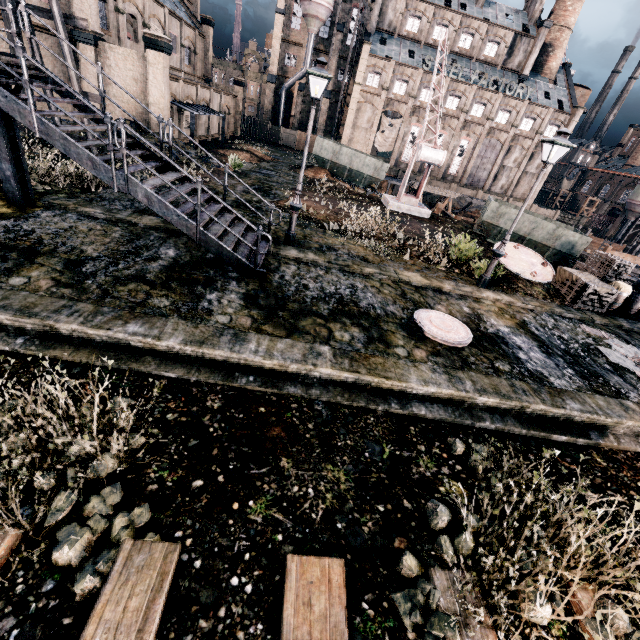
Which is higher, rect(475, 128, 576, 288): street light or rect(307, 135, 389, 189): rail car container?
rect(475, 128, 576, 288): street light

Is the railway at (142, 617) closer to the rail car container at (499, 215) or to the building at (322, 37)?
the building at (322, 37)

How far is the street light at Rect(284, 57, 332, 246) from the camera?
9.6m

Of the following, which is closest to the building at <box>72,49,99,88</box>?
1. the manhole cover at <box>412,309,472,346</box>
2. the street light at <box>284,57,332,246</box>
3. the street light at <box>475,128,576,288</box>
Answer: the street light at <box>284,57,332,246</box>

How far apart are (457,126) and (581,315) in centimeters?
5287cm

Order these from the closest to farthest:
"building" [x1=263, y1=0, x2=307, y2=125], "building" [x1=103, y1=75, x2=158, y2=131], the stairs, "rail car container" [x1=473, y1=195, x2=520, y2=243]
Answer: the stairs < "rail car container" [x1=473, y1=195, x2=520, y2=243] < "building" [x1=103, y1=75, x2=158, y2=131] < "building" [x1=263, y1=0, x2=307, y2=125]

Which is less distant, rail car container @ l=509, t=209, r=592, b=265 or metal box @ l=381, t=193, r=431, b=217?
rail car container @ l=509, t=209, r=592, b=265

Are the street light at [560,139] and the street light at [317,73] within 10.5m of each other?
yes
